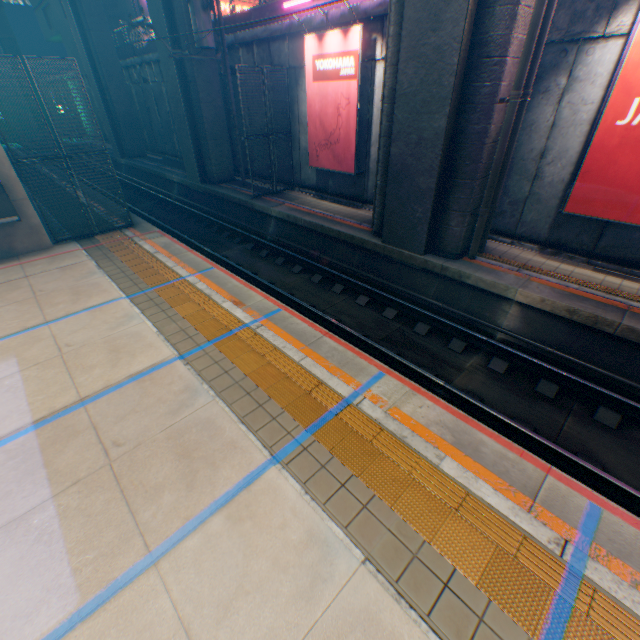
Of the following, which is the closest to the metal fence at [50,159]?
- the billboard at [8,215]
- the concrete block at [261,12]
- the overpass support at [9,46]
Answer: the concrete block at [261,12]

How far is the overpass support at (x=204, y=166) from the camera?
15.0 meters

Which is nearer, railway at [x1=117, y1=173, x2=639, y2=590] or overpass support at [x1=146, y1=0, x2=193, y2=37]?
railway at [x1=117, y1=173, x2=639, y2=590]

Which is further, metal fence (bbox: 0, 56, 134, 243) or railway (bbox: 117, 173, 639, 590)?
metal fence (bbox: 0, 56, 134, 243)

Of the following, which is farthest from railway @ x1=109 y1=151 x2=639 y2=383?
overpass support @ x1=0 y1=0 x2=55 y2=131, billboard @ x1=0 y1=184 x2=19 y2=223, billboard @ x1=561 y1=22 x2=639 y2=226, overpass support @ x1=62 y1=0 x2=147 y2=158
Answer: overpass support @ x1=0 y1=0 x2=55 y2=131

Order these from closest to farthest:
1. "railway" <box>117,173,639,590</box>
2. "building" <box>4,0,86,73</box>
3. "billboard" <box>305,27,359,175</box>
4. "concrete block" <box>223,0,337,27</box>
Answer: "railway" <box>117,173,639,590</box> < "billboard" <box>305,27,359,175</box> < "concrete block" <box>223,0,337,27</box> < "building" <box>4,0,86,73</box>

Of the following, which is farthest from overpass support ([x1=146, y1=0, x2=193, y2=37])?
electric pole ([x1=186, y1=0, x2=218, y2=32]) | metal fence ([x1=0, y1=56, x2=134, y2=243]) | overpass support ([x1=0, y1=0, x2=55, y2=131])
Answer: overpass support ([x1=0, y1=0, x2=55, y2=131])

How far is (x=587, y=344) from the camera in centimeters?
712cm
